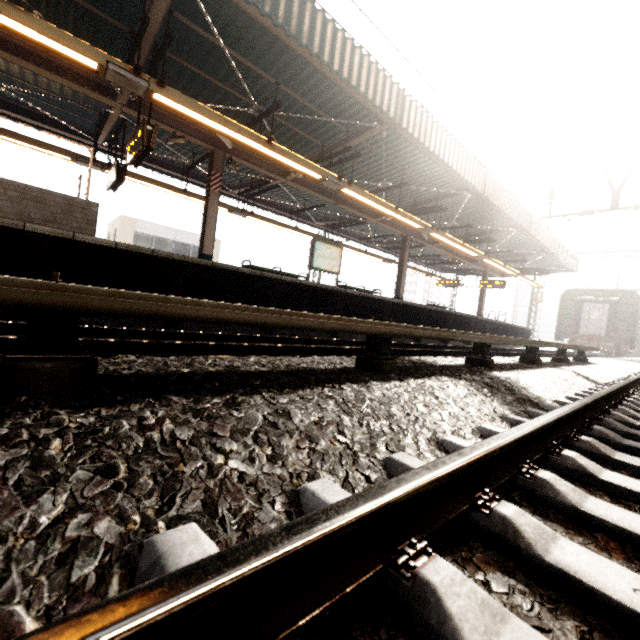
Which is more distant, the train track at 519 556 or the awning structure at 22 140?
the awning structure at 22 140

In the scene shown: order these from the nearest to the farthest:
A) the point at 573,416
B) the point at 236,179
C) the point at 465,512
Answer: the point at 465,512 → the point at 573,416 → the point at 236,179

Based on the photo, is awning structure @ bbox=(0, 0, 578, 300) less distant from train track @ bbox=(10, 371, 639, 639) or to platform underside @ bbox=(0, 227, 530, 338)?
platform underside @ bbox=(0, 227, 530, 338)

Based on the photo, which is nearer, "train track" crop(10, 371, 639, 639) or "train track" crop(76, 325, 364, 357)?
"train track" crop(10, 371, 639, 639)

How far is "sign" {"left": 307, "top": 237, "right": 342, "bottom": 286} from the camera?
12.03m

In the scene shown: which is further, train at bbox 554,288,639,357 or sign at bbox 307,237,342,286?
train at bbox 554,288,639,357

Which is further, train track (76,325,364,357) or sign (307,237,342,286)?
sign (307,237,342,286)

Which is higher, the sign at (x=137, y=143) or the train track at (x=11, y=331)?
the sign at (x=137, y=143)
